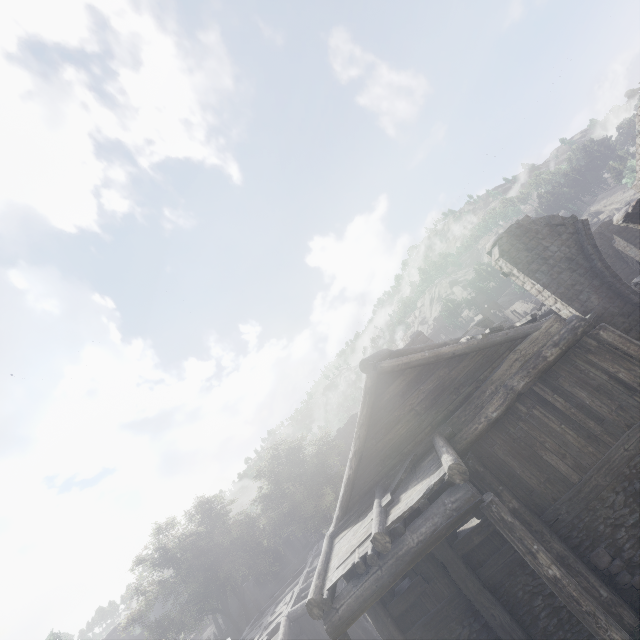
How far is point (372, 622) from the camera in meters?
8.4 m

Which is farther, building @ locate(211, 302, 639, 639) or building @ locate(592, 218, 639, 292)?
building @ locate(592, 218, 639, 292)

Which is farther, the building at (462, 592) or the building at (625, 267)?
the building at (625, 267)
